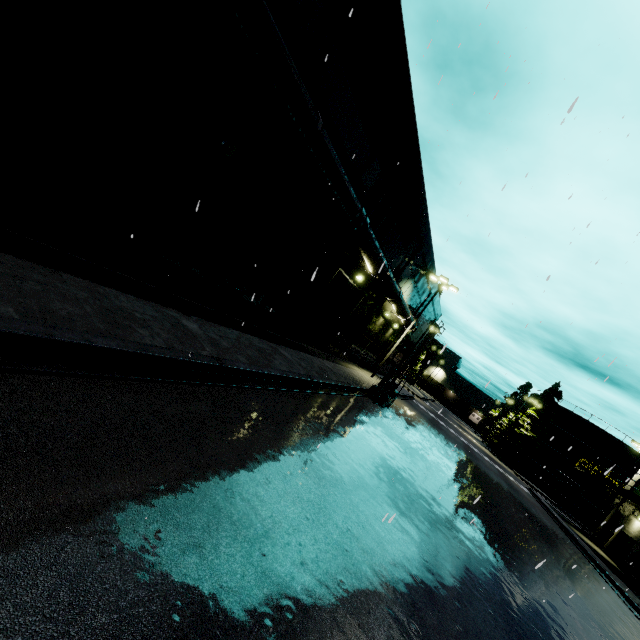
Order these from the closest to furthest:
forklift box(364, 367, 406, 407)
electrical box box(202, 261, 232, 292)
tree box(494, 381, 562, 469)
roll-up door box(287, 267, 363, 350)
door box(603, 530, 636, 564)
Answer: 1. electrical box box(202, 261, 232, 292)
2. roll-up door box(287, 267, 363, 350)
3. forklift box(364, 367, 406, 407)
4. door box(603, 530, 636, 564)
5. tree box(494, 381, 562, 469)

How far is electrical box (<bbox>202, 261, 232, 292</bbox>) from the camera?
10.4 meters

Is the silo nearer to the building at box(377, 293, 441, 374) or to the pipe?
the building at box(377, 293, 441, 374)

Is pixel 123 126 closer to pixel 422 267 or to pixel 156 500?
pixel 156 500

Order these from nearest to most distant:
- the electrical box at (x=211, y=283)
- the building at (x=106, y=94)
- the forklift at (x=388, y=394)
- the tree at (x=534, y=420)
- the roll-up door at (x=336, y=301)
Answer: the building at (x=106, y=94) < the electrical box at (x=211, y=283) < the roll-up door at (x=336, y=301) < the forklift at (x=388, y=394) < the tree at (x=534, y=420)

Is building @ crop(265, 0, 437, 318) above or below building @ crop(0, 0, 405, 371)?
above

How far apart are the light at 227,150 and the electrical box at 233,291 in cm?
347

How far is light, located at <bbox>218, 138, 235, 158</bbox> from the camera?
8.2 meters
